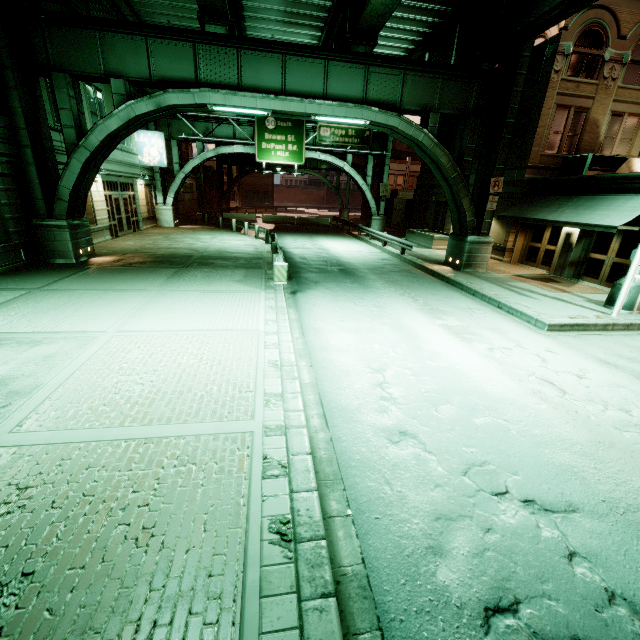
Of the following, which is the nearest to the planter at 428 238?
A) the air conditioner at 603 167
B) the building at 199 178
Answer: the air conditioner at 603 167

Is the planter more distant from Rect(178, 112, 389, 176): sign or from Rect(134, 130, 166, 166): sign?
Rect(134, 130, 166, 166): sign

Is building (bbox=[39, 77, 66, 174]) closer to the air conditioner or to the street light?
the street light

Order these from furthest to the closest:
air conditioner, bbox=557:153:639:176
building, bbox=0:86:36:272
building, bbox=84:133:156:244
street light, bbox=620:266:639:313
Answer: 1. building, bbox=84:133:156:244
2. air conditioner, bbox=557:153:639:176
3. building, bbox=0:86:36:272
4. street light, bbox=620:266:639:313

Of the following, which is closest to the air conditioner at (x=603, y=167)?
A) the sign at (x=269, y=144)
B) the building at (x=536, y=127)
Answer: the building at (x=536, y=127)

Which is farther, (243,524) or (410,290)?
(410,290)

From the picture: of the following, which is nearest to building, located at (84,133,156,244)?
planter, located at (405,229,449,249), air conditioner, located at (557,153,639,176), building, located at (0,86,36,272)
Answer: building, located at (0,86,36,272)

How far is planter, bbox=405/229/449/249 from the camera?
23.55m
